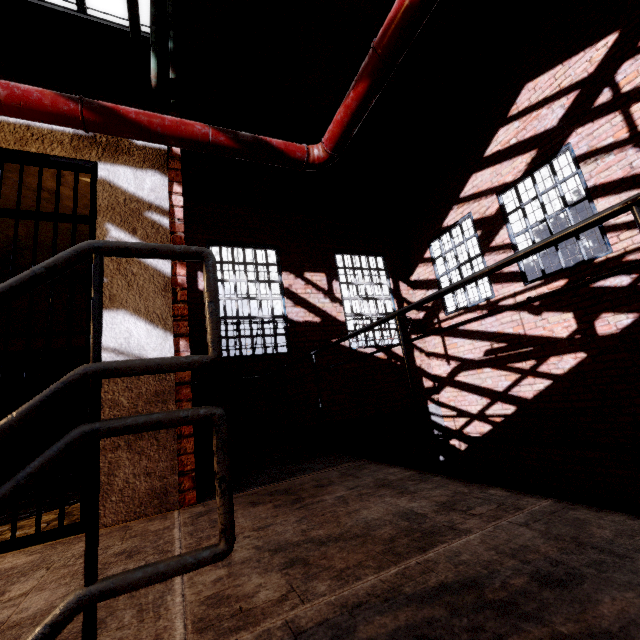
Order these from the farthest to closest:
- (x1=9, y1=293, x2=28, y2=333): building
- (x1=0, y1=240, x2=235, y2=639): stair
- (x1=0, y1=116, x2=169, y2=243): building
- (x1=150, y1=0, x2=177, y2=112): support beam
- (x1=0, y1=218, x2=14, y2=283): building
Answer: A: (x1=9, y1=293, x2=28, y2=333): building, (x1=0, y1=218, x2=14, y2=283): building, (x1=150, y1=0, x2=177, y2=112): support beam, (x1=0, y1=116, x2=169, y2=243): building, (x1=0, y1=240, x2=235, y2=639): stair

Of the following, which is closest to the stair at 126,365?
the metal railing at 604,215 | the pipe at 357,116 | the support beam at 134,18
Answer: the metal railing at 604,215

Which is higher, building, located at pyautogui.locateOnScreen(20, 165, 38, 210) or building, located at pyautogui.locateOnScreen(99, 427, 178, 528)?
building, located at pyautogui.locateOnScreen(20, 165, 38, 210)

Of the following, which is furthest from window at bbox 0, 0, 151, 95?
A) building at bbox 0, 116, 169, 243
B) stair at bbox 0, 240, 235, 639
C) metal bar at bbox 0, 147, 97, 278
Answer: stair at bbox 0, 240, 235, 639

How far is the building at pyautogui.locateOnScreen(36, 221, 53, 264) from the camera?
3.77m

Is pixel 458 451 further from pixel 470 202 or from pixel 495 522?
pixel 495 522

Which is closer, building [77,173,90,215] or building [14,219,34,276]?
building [77,173,90,215]

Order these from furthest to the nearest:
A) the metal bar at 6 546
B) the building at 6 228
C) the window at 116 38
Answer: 1. the window at 116 38
2. the building at 6 228
3. the metal bar at 6 546
